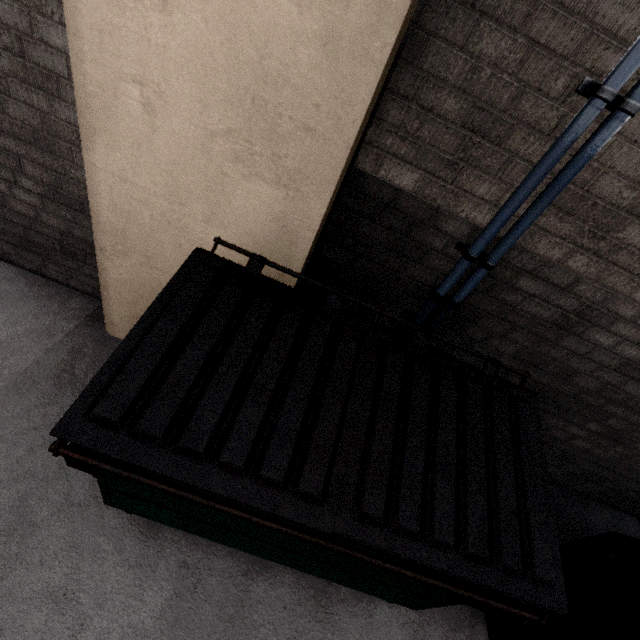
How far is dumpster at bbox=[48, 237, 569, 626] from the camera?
1.2m

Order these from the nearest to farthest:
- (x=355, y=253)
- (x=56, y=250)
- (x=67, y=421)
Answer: (x=67, y=421)
(x=355, y=253)
(x=56, y=250)

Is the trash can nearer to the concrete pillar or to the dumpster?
the dumpster

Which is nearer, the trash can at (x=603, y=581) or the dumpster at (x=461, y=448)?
the dumpster at (x=461, y=448)

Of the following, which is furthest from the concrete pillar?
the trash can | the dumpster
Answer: the trash can

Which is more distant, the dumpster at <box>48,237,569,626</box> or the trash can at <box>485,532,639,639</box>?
the trash can at <box>485,532,639,639</box>

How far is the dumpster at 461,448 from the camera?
1.2 meters
